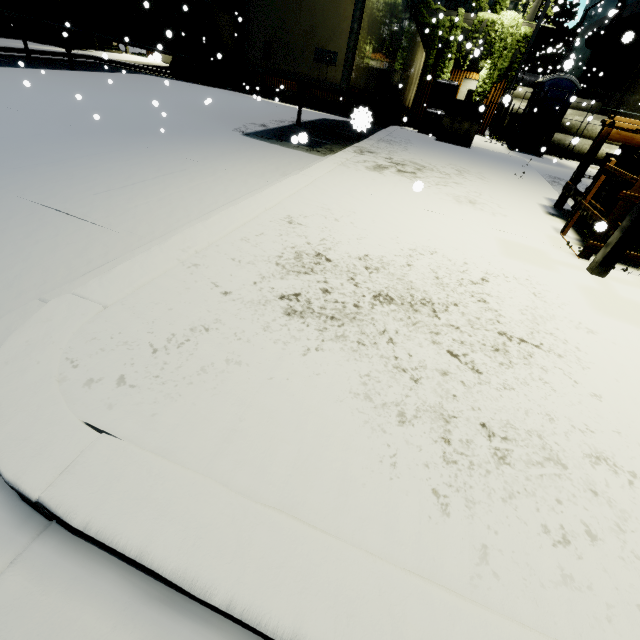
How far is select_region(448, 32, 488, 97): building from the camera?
16.7m

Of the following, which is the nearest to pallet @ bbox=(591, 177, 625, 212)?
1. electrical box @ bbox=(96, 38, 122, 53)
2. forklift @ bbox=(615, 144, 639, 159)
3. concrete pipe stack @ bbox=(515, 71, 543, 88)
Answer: forklift @ bbox=(615, 144, 639, 159)

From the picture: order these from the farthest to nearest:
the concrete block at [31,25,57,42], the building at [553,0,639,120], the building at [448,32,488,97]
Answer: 1. the building at [553,0,639,120]
2. the building at [448,32,488,97]
3. the concrete block at [31,25,57,42]

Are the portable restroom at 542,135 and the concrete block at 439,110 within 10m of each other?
yes

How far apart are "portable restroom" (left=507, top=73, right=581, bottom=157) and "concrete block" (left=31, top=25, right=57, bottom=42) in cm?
2298

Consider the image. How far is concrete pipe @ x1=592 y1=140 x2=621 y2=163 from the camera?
15.4 meters

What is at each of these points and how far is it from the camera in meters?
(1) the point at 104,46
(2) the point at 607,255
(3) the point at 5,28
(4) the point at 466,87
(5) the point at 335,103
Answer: (1) electrical box, 20.2 m
(2) light, 4.0 m
(3) concrete block, 15.1 m
(4) door, 18.3 m
(5) building, 20.9 m

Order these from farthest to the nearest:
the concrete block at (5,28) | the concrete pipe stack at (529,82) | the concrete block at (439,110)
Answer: the concrete pipe stack at (529,82), the concrete block at (5,28), the concrete block at (439,110)
